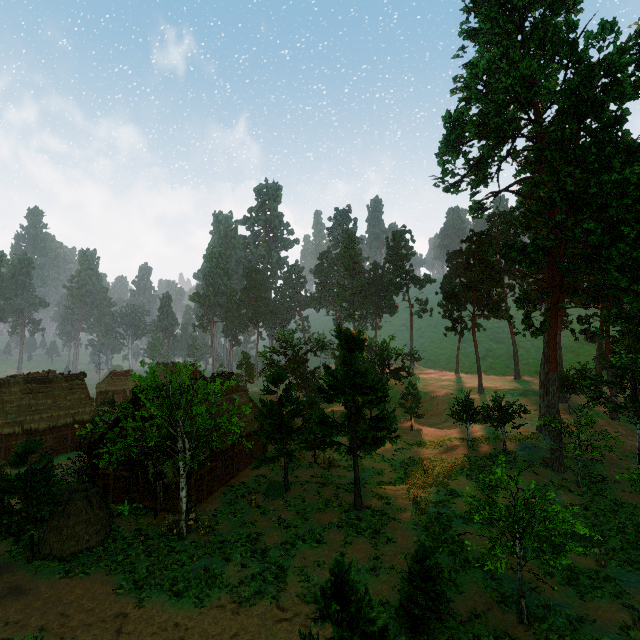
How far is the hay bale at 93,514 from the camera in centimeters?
1714cm

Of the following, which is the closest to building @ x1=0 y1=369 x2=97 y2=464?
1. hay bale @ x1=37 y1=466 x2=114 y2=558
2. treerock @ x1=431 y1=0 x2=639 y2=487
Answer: treerock @ x1=431 y1=0 x2=639 y2=487

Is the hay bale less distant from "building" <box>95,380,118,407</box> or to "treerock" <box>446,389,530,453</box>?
"treerock" <box>446,389,530,453</box>

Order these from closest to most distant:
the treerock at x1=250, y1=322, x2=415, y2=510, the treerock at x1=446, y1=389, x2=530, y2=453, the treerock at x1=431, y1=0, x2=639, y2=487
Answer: the treerock at x1=250, y1=322, x2=415, y2=510
the treerock at x1=431, y1=0, x2=639, y2=487
the treerock at x1=446, y1=389, x2=530, y2=453

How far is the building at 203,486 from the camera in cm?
2194

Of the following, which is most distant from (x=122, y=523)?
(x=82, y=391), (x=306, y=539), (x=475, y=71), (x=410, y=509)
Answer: (x=475, y=71)
